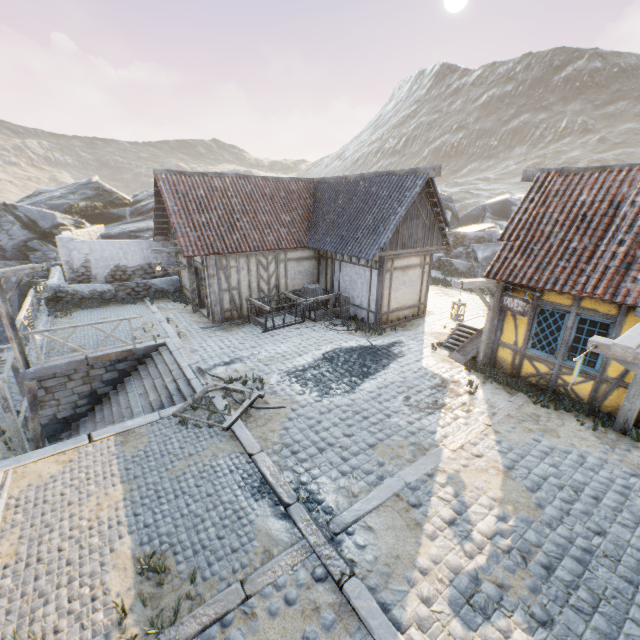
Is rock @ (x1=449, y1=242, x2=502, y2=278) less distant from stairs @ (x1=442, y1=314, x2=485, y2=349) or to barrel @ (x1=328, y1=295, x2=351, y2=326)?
A: stairs @ (x1=442, y1=314, x2=485, y2=349)

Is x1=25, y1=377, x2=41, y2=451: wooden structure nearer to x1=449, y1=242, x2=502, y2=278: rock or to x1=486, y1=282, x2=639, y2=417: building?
x1=449, y1=242, x2=502, y2=278: rock

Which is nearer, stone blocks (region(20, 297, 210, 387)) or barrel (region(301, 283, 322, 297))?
stone blocks (region(20, 297, 210, 387))

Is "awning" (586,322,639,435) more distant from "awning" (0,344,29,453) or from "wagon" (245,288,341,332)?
"awning" (0,344,29,453)

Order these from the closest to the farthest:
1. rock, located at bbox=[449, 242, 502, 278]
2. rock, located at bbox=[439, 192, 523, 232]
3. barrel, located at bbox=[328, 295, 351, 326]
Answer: barrel, located at bbox=[328, 295, 351, 326] < rock, located at bbox=[449, 242, 502, 278] < rock, located at bbox=[439, 192, 523, 232]

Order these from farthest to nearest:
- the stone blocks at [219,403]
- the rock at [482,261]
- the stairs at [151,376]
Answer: the rock at [482,261] → the stairs at [151,376] → the stone blocks at [219,403]

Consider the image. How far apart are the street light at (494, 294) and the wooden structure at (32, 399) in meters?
12.4 m

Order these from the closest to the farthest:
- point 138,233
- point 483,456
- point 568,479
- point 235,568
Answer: point 235,568 → point 568,479 → point 483,456 → point 138,233
